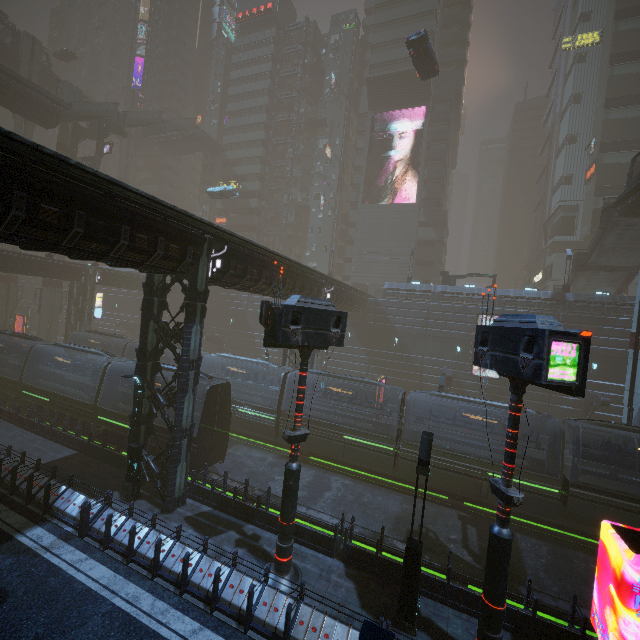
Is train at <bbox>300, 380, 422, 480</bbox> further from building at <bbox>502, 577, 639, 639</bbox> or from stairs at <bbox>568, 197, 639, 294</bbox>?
stairs at <bbox>568, 197, 639, 294</bbox>

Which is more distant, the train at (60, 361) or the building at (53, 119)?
the building at (53, 119)

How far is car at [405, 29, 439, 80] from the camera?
25.8m

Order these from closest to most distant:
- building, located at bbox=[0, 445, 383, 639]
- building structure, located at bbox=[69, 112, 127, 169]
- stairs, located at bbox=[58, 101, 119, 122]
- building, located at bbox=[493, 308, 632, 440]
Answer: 1. building, located at bbox=[0, 445, 383, 639]
2. building, located at bbox=[493, 308, 632, 440]
3. stairs, located at bbox=[58, 101, 119, 122]
4. building structure, located at bbox=[69, 112, 127, 169]

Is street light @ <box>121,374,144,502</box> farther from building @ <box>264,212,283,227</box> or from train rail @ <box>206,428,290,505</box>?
train rail @ <box>206,428,290,505</box>

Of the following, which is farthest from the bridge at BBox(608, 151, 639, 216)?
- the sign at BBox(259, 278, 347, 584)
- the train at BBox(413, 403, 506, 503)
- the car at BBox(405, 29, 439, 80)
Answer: the car at BBox(405, 29, 439, 80)

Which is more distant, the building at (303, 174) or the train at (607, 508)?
the train at (607, 508)

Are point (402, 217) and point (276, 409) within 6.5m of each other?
no
